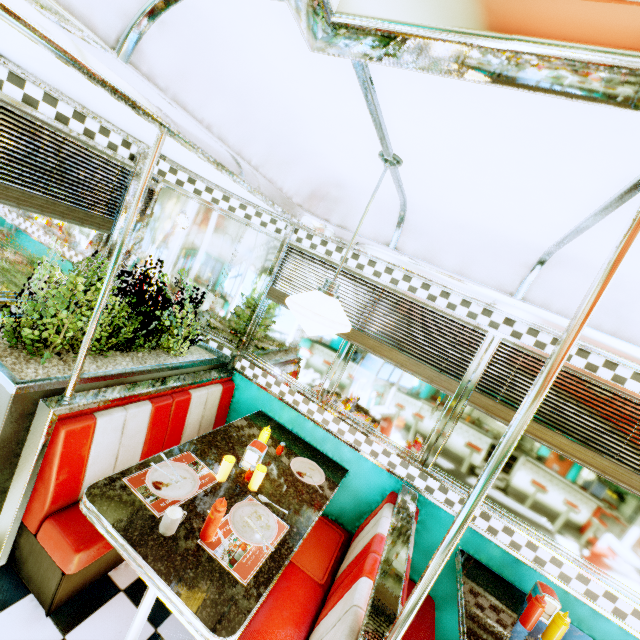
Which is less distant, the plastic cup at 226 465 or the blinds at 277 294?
the plastic cup at 226 465

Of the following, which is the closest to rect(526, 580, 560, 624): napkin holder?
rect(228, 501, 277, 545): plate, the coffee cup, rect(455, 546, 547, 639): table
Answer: rect(455, 546, 547, 639): table

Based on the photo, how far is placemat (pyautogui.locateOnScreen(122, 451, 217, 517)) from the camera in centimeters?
169cm

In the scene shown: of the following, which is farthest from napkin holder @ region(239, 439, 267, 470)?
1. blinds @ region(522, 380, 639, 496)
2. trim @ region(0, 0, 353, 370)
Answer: blinds @ region(522, 380, 639, 496)

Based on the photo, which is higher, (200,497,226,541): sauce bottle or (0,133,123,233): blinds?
(0,133,123,233): blinds

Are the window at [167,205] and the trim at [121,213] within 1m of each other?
yes

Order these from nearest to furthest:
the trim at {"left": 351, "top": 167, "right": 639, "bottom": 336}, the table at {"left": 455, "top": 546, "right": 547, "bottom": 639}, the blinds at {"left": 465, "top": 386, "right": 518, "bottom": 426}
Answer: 1. the trim at {"left": 351, "top": 167, "right": 639, "bottom": 336}
2. the table at {"left": 455, "top": 546, "right": 547, "bottom": 639}
3. the blinds at {"left": 465, "top": 386, "right": 518, "bottom": 426}

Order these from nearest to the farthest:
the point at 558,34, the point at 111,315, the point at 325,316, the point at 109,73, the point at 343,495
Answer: the point at 558,34 < the point at 109,73 < the point at 325,316 < the point at 111,315 < the point at 343,495
